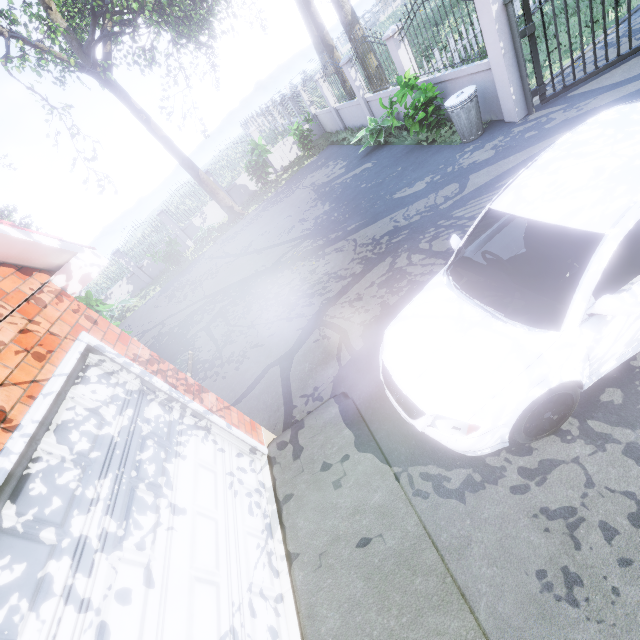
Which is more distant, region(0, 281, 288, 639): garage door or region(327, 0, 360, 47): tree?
region(327, 0, 360, 47): tree

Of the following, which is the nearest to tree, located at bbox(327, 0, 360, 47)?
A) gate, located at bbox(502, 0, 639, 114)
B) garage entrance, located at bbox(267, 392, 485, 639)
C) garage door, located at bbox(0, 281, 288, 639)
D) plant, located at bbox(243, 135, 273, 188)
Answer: plant, located at bbox(243, 135, 273, 188)

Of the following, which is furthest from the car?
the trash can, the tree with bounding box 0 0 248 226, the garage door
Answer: the tree with bounding box 0 0 248 226

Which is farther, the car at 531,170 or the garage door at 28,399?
the car at 531,170

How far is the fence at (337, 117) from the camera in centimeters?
1109cm

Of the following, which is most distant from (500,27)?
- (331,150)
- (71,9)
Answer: (71,9)

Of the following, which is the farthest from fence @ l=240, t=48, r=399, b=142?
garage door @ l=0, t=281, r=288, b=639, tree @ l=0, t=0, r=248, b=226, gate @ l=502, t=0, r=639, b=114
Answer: garage door @ l=0, t=281, r=288, b=639

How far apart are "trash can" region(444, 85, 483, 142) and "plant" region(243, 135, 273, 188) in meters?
9.5 m
